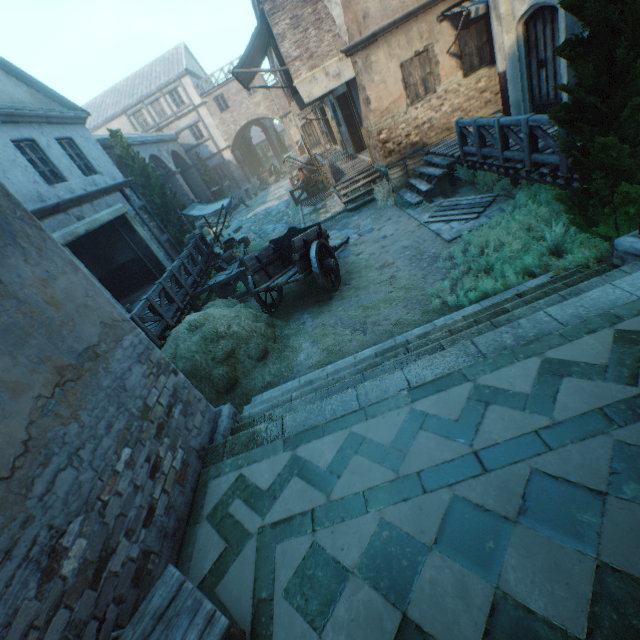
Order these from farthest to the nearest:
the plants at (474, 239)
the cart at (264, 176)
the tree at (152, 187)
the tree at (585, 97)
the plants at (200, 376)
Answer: the cart at (264, 176) < the tree at (152, 187) < the plants at (200, 376) < the plants at (474, 239) < the tree at (585, 97)

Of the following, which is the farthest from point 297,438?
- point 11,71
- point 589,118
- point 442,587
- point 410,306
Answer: point 11,71

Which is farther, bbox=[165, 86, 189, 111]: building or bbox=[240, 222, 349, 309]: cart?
bbox=[165, 86, 189, 111]: building

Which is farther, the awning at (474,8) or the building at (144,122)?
the building at (144,122)

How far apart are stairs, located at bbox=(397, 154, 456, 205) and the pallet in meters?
0.7 m

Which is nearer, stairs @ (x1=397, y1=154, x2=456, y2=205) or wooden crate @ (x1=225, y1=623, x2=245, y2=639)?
wooden crate @ (x1=225, y1=623, x2=245, y2=639)

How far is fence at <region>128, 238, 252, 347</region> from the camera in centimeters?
804cm

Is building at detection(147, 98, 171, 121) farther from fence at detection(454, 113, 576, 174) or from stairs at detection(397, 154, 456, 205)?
fence at detection(454, 113, 576, 174)
